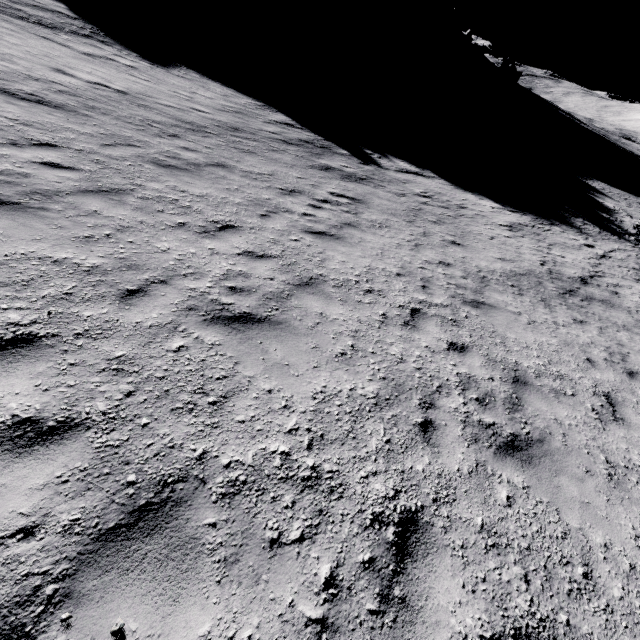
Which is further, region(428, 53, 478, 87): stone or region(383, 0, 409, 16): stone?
region(383, 0, 409, 16): stone

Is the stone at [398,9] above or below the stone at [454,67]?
above

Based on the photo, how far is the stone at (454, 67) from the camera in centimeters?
4444cm

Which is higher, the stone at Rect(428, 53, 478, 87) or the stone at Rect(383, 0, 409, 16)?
the stone at Rect(383, 0, 409, 16)

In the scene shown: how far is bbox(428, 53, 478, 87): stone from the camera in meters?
44.4

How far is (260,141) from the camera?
13.10m
